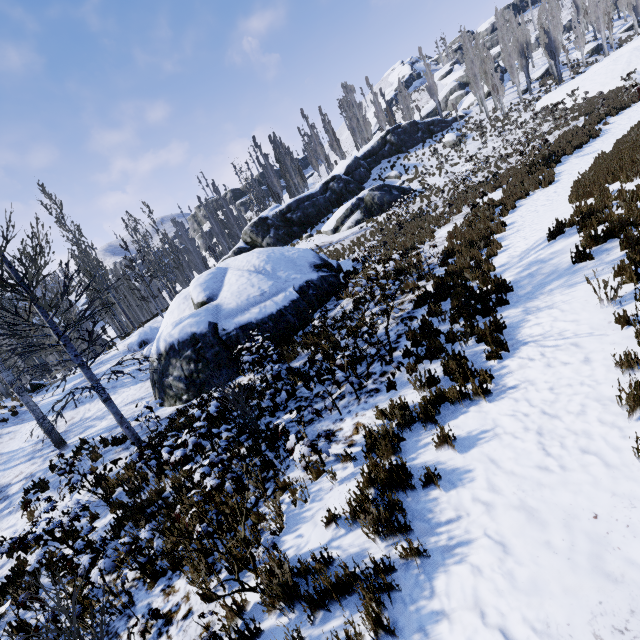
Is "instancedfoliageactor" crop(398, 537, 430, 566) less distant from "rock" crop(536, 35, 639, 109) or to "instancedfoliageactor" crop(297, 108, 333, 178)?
"instancedfoliageactor" crop(297, 108, 333, 178)

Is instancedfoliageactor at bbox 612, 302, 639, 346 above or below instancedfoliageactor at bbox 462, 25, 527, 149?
below

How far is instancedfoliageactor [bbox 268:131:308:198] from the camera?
40.8m

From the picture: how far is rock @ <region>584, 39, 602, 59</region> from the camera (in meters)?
46.25

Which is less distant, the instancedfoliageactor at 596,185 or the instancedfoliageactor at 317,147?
the instancedfoliageactor at 596,185

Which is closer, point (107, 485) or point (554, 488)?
point (554, 488)

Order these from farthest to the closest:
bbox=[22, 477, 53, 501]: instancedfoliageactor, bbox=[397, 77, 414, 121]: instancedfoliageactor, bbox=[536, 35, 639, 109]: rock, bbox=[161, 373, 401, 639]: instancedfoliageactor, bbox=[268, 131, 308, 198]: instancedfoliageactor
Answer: bbox=[397, 77, 414, 121]: instancedfoliageactor < bbox=[268, 131, 308, 198]: instancedfoliageactor < bbox=[536, 35, 639, 109]: rock < bbox=[22, 477, 53, 501]: instancedfoliageactor < bbox=[161, 373, 401, 639]: instancedfoliageactor

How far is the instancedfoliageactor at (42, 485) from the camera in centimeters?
617cm
